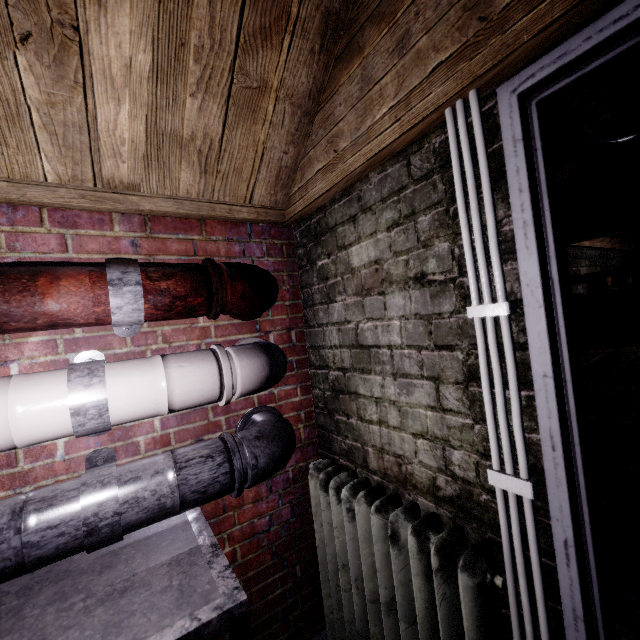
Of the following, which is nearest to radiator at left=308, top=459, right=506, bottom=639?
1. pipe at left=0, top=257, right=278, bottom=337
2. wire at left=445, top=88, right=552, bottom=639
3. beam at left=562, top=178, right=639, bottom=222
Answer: wire at left=445, top=88, right=552, bottom=639

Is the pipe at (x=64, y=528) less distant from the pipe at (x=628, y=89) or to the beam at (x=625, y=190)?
the pipe at (x=628, y=89)

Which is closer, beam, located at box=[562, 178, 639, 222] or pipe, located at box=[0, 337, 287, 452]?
pipe, located at box=[0, 337, 287, 452]

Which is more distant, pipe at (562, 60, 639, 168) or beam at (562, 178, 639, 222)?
beam at (562, 178, 639, 222)

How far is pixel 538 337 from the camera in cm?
72

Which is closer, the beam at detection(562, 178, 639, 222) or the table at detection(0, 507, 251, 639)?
the table at detection(0, 507, 251, 639)

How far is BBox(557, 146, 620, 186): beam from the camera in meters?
1.7

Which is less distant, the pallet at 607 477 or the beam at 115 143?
the beam at 115 143
